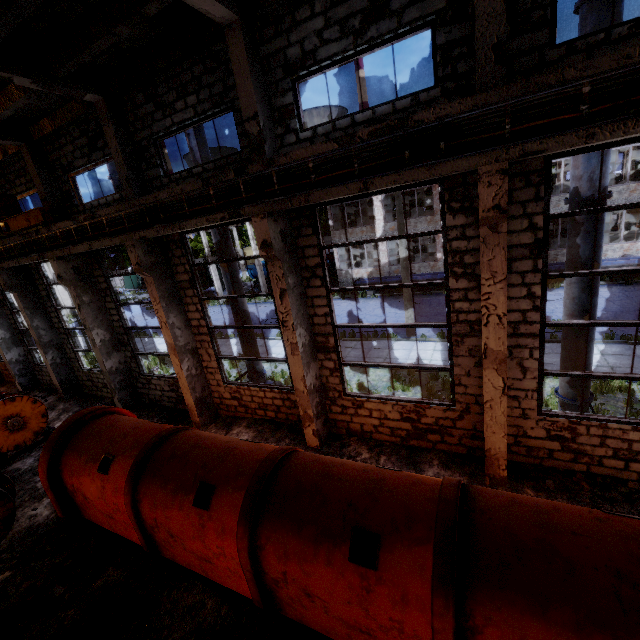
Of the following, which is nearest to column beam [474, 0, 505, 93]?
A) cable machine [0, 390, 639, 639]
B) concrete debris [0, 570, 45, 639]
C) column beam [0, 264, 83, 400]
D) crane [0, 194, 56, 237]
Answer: cable machine [0, 390, 639, 639]

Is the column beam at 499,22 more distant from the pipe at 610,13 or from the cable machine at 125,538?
the cable machine at 125,538

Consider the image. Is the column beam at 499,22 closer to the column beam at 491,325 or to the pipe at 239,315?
the column beam at 491,325

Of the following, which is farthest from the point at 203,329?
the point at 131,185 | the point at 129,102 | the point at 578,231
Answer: the point at 578,231

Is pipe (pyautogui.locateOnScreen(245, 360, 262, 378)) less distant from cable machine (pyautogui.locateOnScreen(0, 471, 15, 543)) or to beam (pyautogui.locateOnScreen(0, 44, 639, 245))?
beam (pyautogui.locateOnScreen(0, 44, 639, 245))

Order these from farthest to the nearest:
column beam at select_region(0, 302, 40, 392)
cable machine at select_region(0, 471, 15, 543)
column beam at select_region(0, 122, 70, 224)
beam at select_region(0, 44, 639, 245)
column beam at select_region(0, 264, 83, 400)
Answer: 1. column beam at select_region(0, 302, 40, 392)
2. column beam at select_region(0, 264, 83, 400)
3. column beam at select_region(0, 122, 70, 224)
4. cable machine at select_region(0, 471, 15, 543)
5. beam at select_region(0, 44, 639, 245)

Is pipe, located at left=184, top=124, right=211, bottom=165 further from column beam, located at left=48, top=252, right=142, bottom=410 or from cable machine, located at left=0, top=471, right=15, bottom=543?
cable machine, located at left=0, top=471, right=15, bottom=543

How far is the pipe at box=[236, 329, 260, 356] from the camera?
11.2 meters
